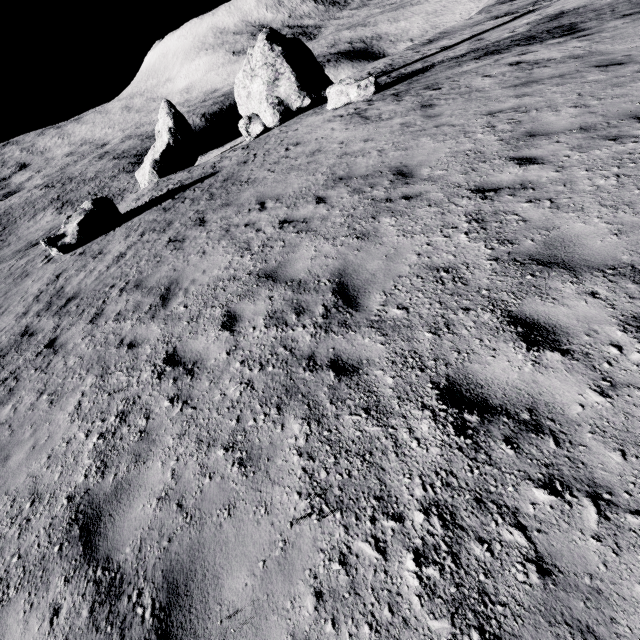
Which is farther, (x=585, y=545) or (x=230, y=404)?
(x=230, y=404)

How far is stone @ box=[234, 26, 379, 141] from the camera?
17.9m

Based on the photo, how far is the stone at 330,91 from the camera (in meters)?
17.86

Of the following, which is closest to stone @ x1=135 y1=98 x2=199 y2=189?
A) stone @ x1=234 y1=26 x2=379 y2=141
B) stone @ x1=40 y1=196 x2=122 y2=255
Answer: stone @ x1=234 y1=26 x2=379 y2=141

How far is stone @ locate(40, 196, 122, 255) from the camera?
13.3m

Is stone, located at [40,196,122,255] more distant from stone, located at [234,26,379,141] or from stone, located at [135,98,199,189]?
stone, located at [135,98,199,189]

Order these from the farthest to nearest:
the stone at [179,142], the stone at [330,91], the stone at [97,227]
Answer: the stone at [179,142], the stone at [330,91], the stone at [97,227]
